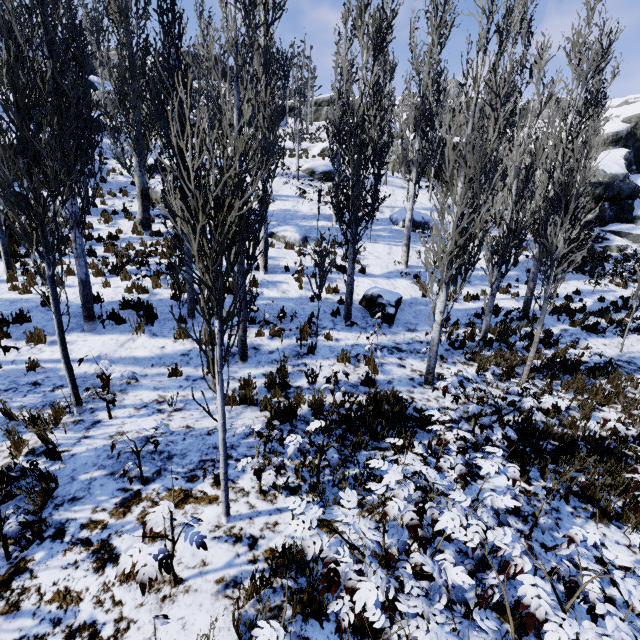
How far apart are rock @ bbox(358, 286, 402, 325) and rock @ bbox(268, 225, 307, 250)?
4.98m

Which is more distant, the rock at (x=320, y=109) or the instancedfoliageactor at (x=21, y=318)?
the rock at (x=320, y=109)

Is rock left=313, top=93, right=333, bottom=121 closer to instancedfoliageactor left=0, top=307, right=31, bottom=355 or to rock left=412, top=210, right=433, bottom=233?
instancedfoliageactor left=0, top=307, right=31, bottom=355

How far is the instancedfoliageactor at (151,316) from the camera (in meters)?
7.62

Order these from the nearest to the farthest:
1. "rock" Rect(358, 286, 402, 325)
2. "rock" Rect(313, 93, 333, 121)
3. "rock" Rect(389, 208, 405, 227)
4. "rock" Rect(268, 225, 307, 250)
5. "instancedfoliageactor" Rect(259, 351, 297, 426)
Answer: "instancedfoliageactor" Rect(259, 351, 297, 426), "rock" Rect(358, 286, 402, 325), "rock" Rect(268, 225, 307, 250), "rock" Rect(389, 208, 405, 227), "rock" Rect(313, 93, 333, 121)

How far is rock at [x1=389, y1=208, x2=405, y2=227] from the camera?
19.98m

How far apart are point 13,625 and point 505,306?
15.7 meters

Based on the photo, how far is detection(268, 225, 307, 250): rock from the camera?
15.4m
